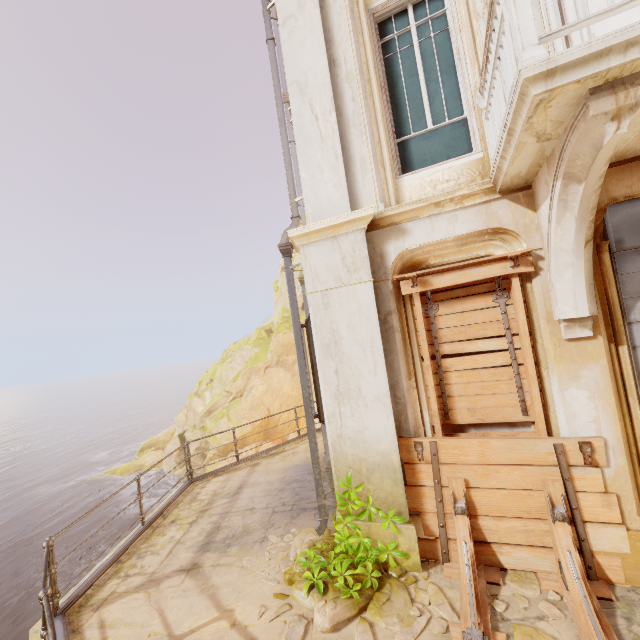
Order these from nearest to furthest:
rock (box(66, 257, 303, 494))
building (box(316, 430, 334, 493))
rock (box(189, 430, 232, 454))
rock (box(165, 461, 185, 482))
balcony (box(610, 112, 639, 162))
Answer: balcony (box(610, 112, 639, 162)) < building (box(316, 430, 334, 493)) < rock (box(189, 430, 232, 454)) < rock (box(66, 257, 303, 494)) < rock (box(165, 461, 185, 482))

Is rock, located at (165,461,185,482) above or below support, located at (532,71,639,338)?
below

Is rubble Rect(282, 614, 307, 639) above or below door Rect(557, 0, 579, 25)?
below

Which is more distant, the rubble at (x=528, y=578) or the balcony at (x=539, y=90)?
the rubble at (x=528, y=578)

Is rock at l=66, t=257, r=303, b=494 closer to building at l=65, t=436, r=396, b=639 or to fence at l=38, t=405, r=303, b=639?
building at l=65, t=436, r=396, b=639

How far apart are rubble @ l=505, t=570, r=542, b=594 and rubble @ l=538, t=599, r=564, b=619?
0.12m

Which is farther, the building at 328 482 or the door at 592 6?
the building at 328 482

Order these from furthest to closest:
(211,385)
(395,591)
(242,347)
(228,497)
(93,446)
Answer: (93,446) → (211,385) → (242,347) → (228,497) → (395,591)
